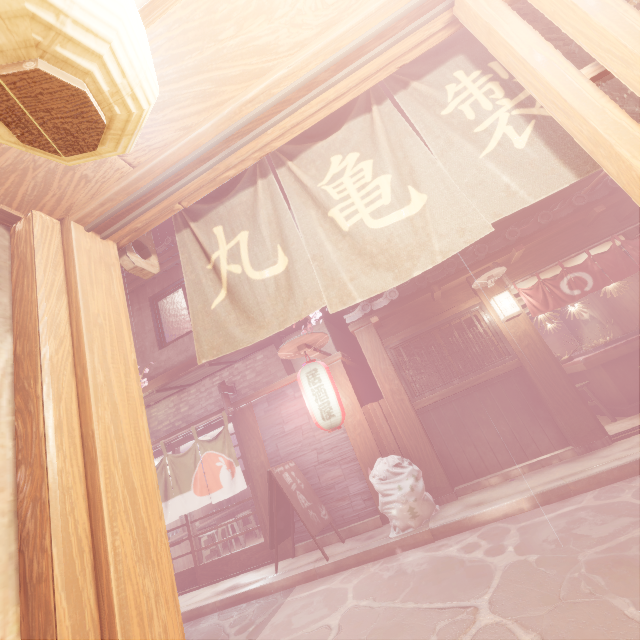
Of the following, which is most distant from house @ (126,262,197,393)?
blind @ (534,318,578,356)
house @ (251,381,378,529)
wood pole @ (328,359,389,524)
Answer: blind @ (534,318,578,356)

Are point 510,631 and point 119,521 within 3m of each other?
no

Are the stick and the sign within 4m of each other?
yes

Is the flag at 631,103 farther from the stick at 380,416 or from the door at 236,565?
the door at 236,565

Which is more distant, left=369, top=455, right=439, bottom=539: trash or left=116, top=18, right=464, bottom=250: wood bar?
left=369, top=455, right=439, bottom=539: trash

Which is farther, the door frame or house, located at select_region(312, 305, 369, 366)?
house, located at select_region(312, 305, 369, 366)

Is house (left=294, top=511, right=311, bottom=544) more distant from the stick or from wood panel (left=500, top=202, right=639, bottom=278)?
wood panel (left=500, top=202, right=639, bottom=278)

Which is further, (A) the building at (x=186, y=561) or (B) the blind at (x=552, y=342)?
(B) the blind at (x=552, y=342)
